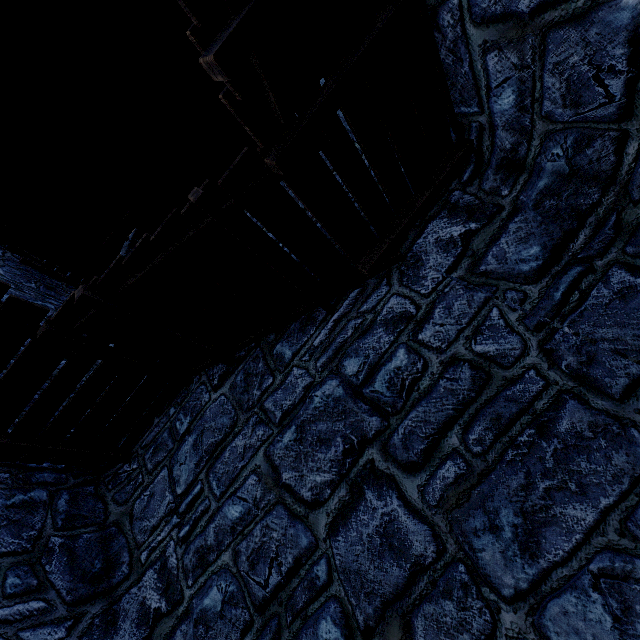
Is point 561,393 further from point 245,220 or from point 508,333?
point 245,220
